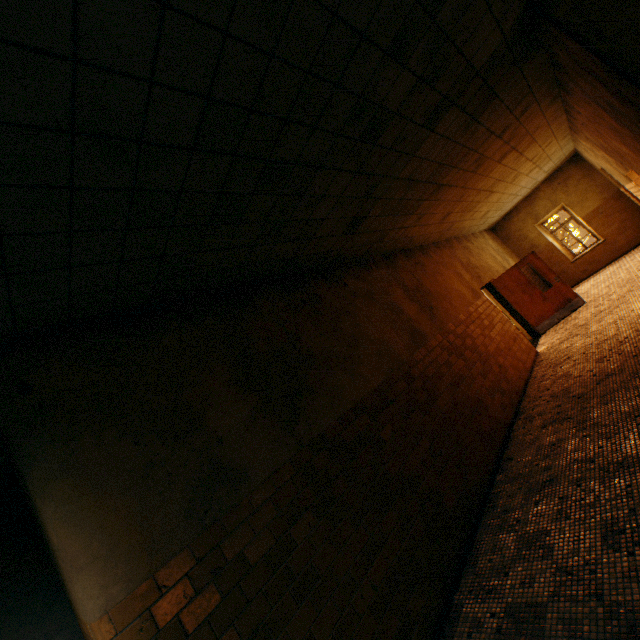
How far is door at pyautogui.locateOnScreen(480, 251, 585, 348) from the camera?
9.5m

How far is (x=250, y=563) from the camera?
2.4m

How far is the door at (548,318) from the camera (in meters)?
9.48
